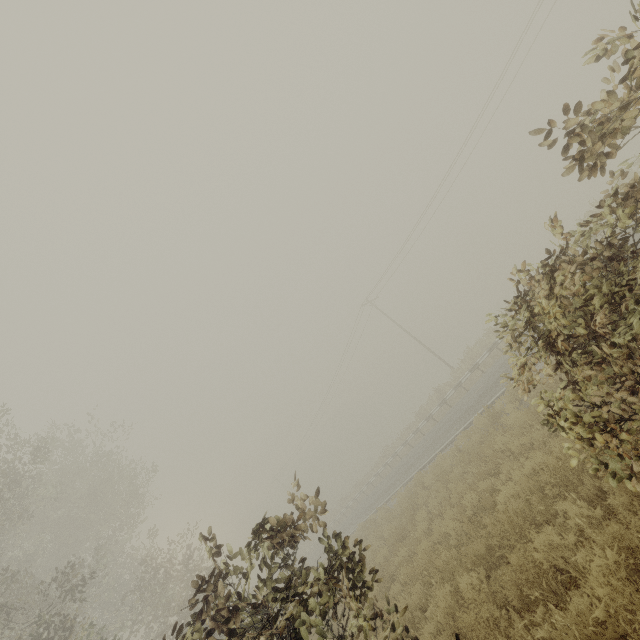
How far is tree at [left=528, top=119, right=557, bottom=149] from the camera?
3.7 meters

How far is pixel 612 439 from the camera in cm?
395

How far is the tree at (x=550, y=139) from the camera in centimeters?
372cm
